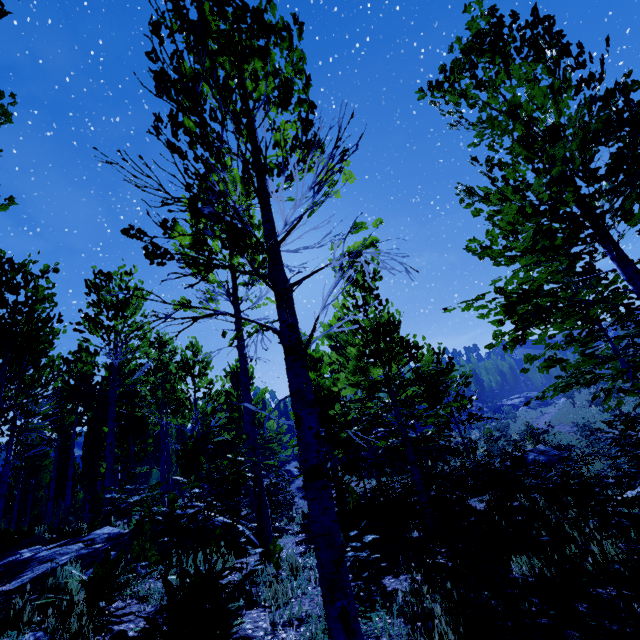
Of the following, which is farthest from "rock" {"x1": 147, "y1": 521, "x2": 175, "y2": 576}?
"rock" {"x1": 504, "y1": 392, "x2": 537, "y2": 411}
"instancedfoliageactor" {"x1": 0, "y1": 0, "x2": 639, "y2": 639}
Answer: "rock" {"x1": 504, "y1": 392, "x2": 537, "y2": 411}

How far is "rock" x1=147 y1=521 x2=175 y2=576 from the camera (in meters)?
5.84

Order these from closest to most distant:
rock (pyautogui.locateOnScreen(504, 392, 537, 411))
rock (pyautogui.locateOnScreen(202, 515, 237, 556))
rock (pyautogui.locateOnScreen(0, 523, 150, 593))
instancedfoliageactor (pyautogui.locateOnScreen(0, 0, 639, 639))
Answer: instancedfoliageactor (pyautogui.locateOnScreen(0, 0, 639, 639)) → rock (pyautogui.locateOnScreen(0, 523, 150, 593)) → rock (pyautogui.locateOnScreen(202, 515, 237, 556)) → rock (pyautogui.locateOnScreen(504, 392, 537, 411))

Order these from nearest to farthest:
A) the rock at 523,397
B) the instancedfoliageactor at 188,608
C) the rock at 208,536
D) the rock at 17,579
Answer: the instancedfoliageactor at 188,608 < the rock at 17,579 < the rock at 208,536 < the rock at 523,397

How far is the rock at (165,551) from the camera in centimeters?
584cm

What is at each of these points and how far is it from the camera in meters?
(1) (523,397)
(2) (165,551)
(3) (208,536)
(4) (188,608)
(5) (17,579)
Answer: (1) rock, 57.2
(2) rock, 6.2
(3) rock, 6.4
(4) instancedfoliageactor, 2.6
(5) rock, 6.0
